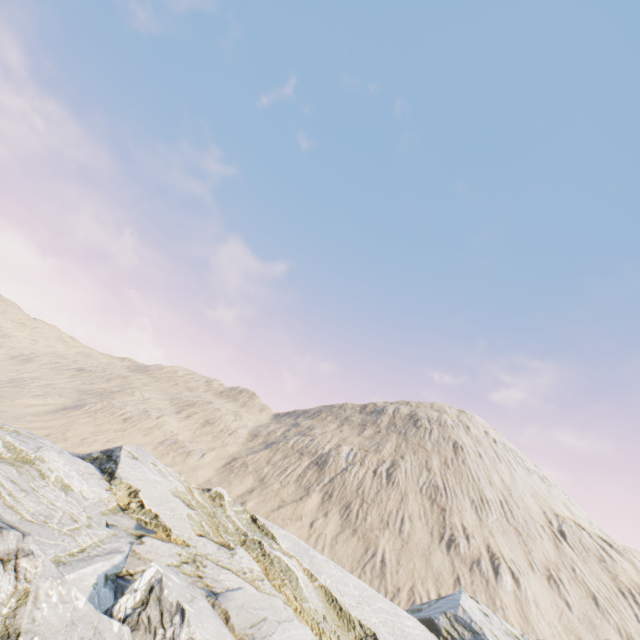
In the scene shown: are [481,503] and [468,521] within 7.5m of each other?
yes
